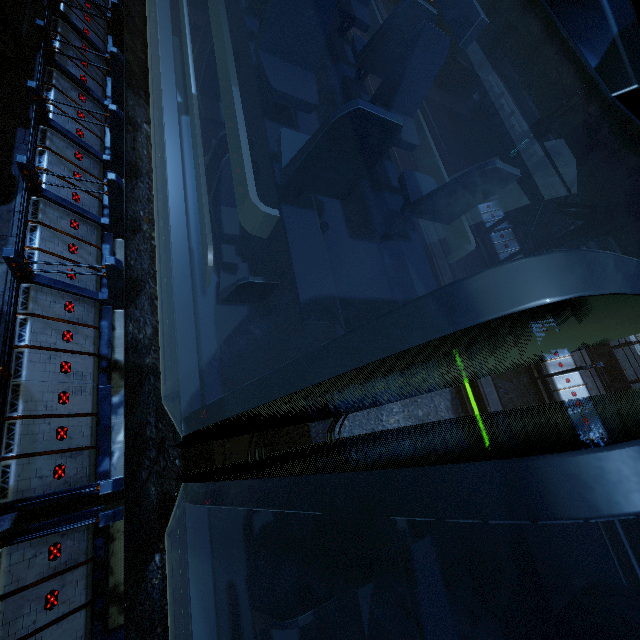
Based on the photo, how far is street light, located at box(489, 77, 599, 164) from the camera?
10.3 meters

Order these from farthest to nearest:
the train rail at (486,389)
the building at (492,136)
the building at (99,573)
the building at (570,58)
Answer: the building at (570,58), the building at (492,136), the train rail at (486,389), the building at (99,573)

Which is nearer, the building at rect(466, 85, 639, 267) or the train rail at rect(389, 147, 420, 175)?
the building at rect(466, 85, 639, 267)

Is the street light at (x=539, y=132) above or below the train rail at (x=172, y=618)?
above

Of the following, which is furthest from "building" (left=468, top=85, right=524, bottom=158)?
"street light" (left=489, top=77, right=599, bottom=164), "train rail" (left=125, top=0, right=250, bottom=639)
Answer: "street light" (left=489, top=77, right=599, bottom=164)

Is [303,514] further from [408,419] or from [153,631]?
[408,419]

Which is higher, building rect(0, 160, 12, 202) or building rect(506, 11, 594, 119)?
building rect(506, 11, 594, 119)

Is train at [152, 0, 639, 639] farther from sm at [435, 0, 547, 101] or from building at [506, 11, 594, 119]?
sm at [435, 0, 547, 101]
